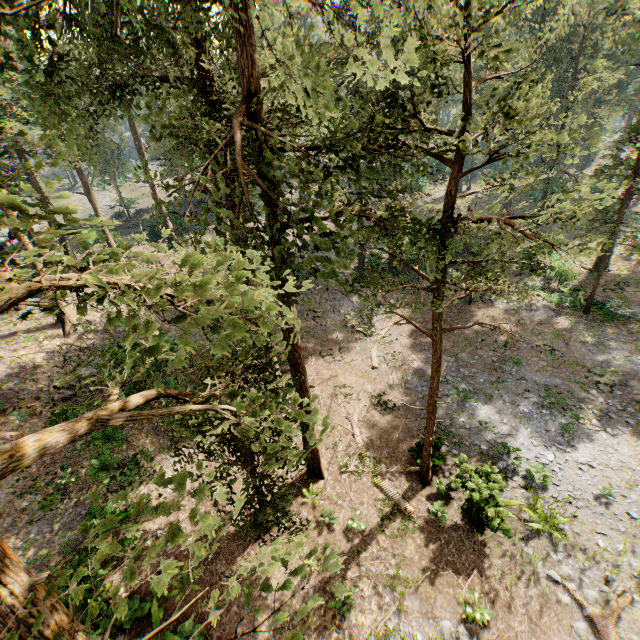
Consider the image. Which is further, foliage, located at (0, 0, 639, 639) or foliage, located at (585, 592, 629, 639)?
foliage, located at (585, 592, 629, 639)

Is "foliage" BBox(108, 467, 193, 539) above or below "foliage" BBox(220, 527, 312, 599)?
above

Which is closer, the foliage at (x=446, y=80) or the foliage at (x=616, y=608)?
the foliage at (x=446, y=80)

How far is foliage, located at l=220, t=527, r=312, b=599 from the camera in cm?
254

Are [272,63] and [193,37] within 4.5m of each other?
yes

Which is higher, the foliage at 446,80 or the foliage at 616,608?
the foliage at 446,80
